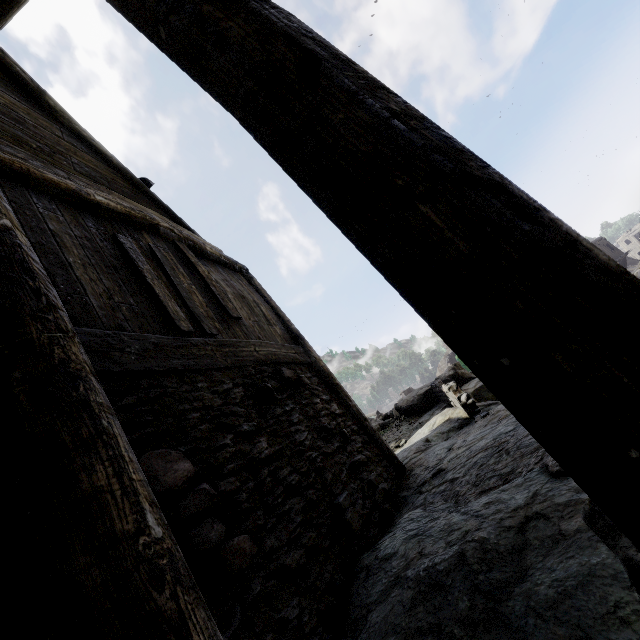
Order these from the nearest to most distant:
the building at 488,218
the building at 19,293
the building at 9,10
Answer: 1. the building at 488,218
2. the building at 19,293
3. the building at 9,10

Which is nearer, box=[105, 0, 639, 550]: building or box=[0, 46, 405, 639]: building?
box=[105, 0, 639, 550]: building

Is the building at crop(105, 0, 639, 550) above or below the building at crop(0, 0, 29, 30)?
below

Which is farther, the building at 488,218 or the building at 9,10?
the building at 9,10

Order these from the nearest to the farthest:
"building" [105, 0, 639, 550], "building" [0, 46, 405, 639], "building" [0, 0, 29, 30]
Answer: "building" [105, 0, 639, 550] < "building" [0, 46, 405, 639] < "building" [0, 0, 29, 30]

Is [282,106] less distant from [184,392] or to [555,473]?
[184,392]

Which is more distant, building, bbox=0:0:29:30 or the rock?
building, bbox=0:0:29:30
